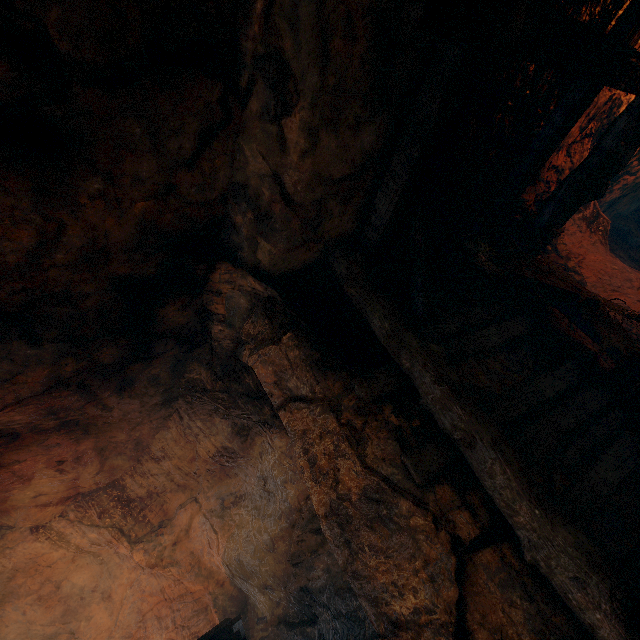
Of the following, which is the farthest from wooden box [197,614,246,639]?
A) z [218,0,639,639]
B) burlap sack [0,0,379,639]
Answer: z [218,0,639,639]

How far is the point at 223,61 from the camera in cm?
236

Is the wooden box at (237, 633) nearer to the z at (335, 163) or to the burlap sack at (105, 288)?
the burlap sack at (105, 288)

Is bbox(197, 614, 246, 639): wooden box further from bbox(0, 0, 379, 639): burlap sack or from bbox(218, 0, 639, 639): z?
bbox(218, 0, 639, 639): z

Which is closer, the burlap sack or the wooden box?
the burlap sack

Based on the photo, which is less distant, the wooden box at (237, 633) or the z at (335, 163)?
the z at (335, 163)
